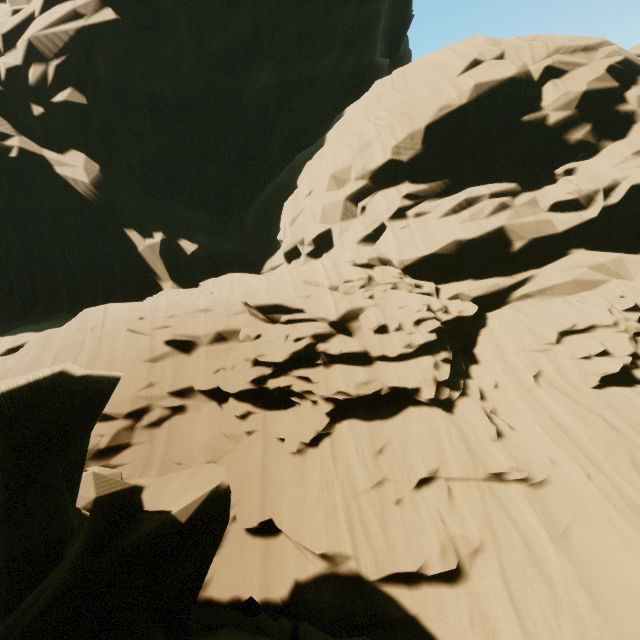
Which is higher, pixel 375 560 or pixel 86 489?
pixel 86 489
